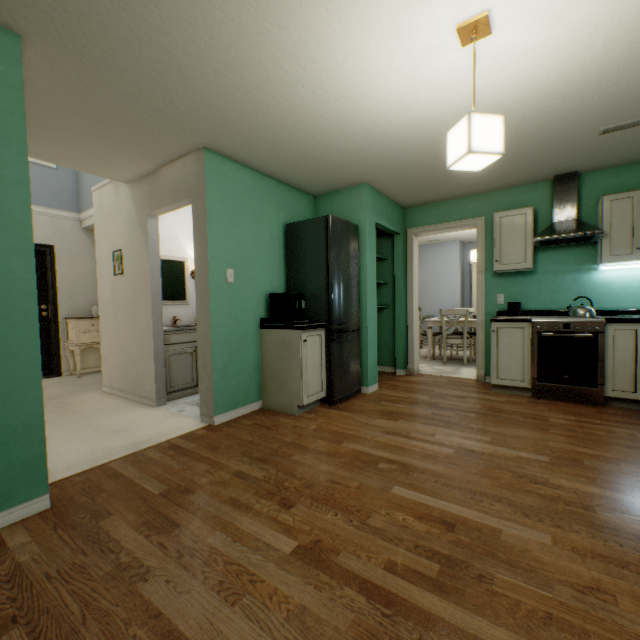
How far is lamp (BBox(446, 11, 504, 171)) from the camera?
1.6 meters

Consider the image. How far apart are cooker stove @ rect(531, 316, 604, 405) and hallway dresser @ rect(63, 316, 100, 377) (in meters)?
6.13

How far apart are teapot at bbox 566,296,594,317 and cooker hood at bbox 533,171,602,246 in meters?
0.6

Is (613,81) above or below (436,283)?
above

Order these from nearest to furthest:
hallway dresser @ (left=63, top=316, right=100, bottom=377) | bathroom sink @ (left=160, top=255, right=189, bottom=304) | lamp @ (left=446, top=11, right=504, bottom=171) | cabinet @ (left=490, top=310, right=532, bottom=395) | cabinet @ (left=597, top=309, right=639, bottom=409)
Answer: lamp @ (left=446, top=11, right=504, bottom=171), cabinet @ (left=597, top=309, right=639, bottom=409), cabinet @ (left=490, top=310, right=532, bottom=395), bathroom sink @ (left=160, top=255, right=189, bottom=304), hallway dresser @ (left=63, top=316, right=100, bottom=377)

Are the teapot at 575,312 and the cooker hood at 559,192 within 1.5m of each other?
yes

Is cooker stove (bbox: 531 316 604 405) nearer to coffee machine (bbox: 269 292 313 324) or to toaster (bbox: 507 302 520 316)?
toaster (bbox: 507 302 520 316)

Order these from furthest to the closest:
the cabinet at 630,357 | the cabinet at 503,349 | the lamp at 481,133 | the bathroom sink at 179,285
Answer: the bathroom sink at 179,285 < the cabinet at 503,349 < the cabinet at 630,357 < the lamp at 481,133
